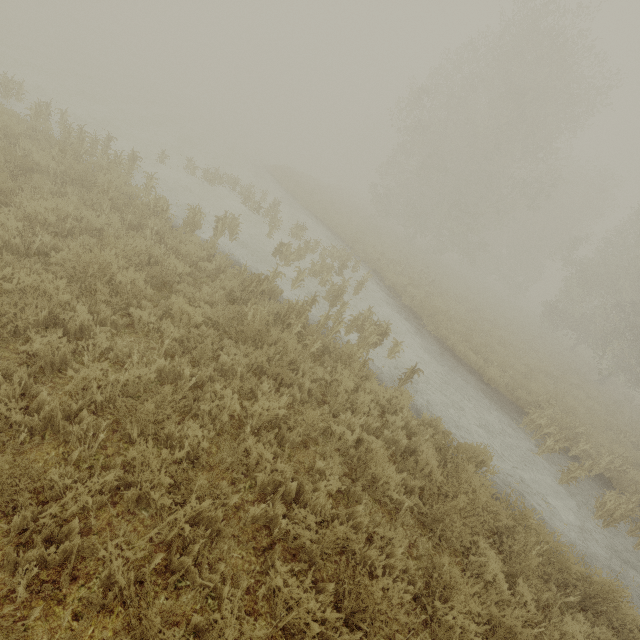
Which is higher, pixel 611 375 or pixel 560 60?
pixel 560 60
